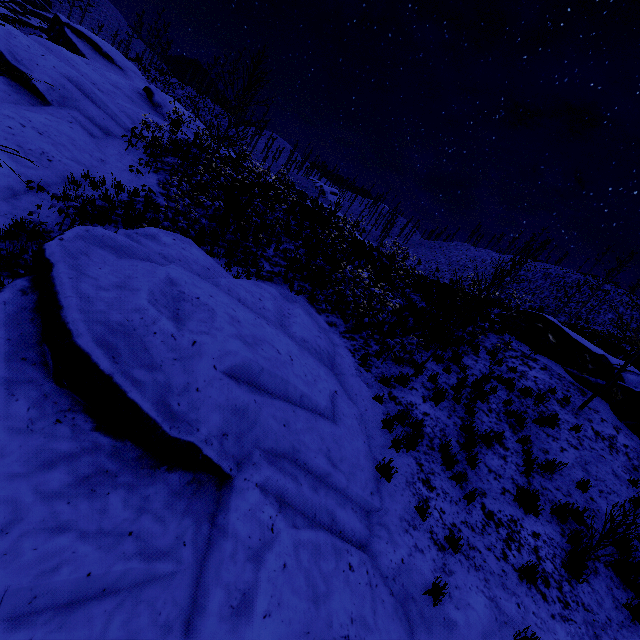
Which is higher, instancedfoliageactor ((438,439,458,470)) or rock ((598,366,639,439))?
rock ((598,366,639,439))

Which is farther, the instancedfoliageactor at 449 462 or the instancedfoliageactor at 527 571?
the instancedfoliageactor at 449 462

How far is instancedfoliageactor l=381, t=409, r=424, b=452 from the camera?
6.6m

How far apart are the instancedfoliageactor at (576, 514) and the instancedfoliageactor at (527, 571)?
1.9 meters

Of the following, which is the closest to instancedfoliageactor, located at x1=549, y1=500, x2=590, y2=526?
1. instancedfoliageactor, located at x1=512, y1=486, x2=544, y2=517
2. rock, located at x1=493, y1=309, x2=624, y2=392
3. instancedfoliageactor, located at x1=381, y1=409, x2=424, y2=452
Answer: instancedfoliageactor, located at x1=512, y1=486, x2=544, y2=517

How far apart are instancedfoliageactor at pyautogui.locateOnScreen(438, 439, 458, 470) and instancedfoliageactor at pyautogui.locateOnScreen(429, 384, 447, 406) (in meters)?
1.76

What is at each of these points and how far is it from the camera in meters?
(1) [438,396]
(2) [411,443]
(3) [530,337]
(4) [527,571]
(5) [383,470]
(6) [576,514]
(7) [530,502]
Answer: (1) instancedfoliageactor, 8.6 m
(2) instancedfoliageactor, 6.8 m
(3) rock, 14.7 m
(4) instancedfoliageactor, 5.3 m
(5) instancedfoliageactor, 5.9 m
(6) instancedfoliageactor, 6.7 m
(7) instancedfoliageactor, 6.6 m

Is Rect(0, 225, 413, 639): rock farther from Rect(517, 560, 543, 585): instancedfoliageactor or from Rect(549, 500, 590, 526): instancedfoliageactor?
Rect(549, 500, 590, 526): instancedfoliageactor
